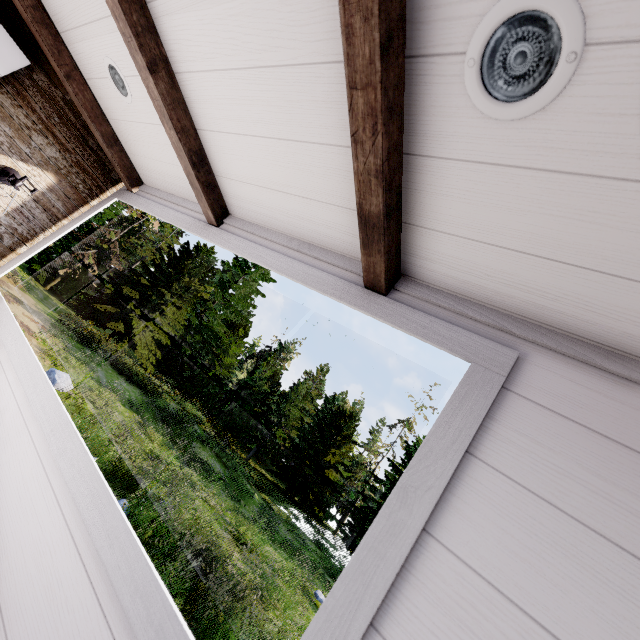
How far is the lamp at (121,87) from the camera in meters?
1.7

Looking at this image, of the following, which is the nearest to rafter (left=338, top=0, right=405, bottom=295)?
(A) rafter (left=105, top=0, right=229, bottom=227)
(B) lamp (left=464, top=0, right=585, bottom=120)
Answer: (B) lamp (left=464, top=0, right=585, bottom=120)

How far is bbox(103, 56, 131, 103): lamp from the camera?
1.7 meters

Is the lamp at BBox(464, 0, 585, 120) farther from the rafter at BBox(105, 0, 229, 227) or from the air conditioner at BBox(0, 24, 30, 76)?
the air conditioner at BBox(0, 24, 30, 76)

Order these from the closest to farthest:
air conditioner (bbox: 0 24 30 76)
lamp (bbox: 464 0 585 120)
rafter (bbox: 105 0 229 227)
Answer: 1. lamp (bbox: 464 0 585 120)
2. rafter (bbox: 105 0 229 227)
3. air conditioner (bbox: 0 24 30 76)

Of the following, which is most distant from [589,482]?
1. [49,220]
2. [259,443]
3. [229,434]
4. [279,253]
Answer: [259,443]

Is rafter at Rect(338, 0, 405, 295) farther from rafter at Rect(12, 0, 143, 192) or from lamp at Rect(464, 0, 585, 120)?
rafter at Rect(12, 0, 143, 192)

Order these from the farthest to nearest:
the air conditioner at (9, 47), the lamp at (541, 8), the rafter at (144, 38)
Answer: the air conditioner at (9, 47)
the rafter at (144, 38)
the lamp at (541, 8)
